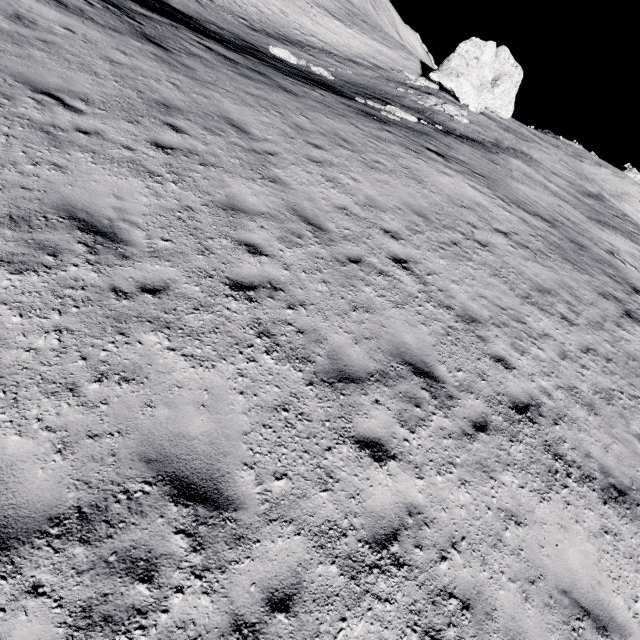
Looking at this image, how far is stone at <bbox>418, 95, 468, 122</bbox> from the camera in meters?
→ 26.2

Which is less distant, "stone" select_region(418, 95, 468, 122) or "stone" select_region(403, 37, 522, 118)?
"stone" select_region(418, 95, 468, 122)

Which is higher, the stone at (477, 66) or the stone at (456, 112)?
the stone at (477, 66)

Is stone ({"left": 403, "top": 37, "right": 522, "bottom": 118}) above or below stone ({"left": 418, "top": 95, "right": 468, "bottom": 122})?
above

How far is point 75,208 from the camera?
5.0 meters

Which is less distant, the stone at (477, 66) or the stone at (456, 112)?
the stone at (456, 112)

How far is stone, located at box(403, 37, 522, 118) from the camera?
34.3 meters
